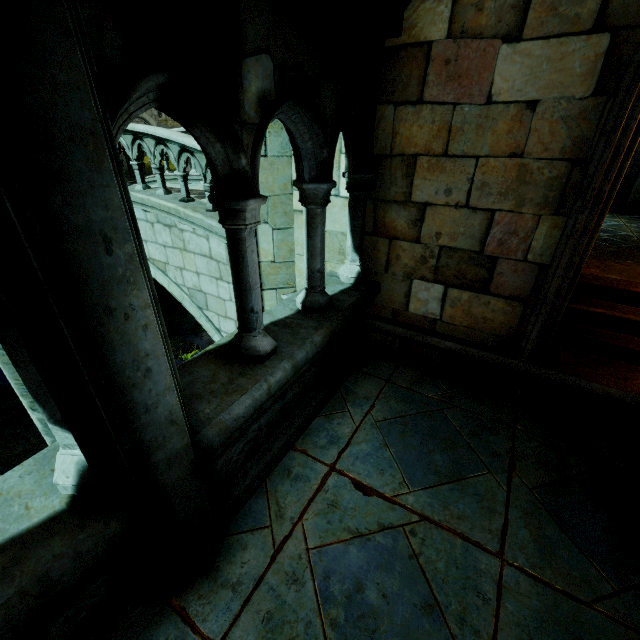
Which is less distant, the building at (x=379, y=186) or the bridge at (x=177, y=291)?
the building at (x=379, y=186)

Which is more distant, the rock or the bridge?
the rock

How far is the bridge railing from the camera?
5.57m

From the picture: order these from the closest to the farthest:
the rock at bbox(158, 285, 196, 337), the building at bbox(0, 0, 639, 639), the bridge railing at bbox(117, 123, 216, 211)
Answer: the building at bbox(0, 0, 639, 639) < the bridge railing at bbox(117, 123, 216, 211) < the rock at bbox(158, 285, 196, 337)

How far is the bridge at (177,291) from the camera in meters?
5.9 m

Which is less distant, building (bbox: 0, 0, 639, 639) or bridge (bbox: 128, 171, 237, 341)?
building (bbox: 0, 0, 639, 639)

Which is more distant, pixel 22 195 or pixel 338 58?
pixel 338 58

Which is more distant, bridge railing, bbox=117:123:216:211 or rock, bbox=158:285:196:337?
rock, bbox=158:285:196:337
